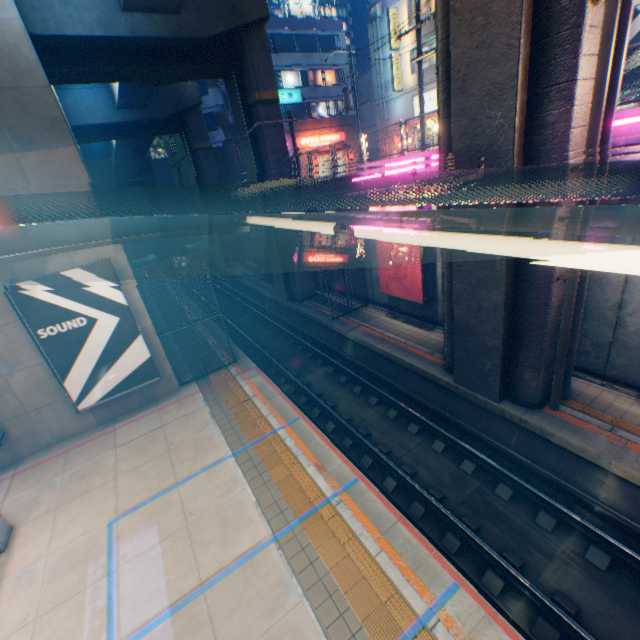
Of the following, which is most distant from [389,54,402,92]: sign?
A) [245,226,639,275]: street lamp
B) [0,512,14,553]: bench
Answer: [0,512,14,553]: bench

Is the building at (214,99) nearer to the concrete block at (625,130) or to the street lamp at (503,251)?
the concrete block at (625,130)

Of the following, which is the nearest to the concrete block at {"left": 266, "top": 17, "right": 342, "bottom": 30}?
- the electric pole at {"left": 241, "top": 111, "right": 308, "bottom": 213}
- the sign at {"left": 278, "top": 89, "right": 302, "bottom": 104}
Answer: the sign at {"left": 278, "top": 89, "right": 302, "bottom": 104}

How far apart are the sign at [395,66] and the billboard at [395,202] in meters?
18.7

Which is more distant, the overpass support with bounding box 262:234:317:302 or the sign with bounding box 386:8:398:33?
the sign with bounding box 386:8:398:33

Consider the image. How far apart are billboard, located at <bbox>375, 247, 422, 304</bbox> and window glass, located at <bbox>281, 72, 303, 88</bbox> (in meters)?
28.72

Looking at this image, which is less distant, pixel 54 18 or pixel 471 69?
pixel 471 69

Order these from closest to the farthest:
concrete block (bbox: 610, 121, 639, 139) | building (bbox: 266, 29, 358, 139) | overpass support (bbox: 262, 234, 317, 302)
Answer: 1. concrete block (bbox: 610, 121, 639, 139)
2. overpass support (bbox: 262, 234, 317, 302)
3. building (bbox: 266, 29, 358, 139)
